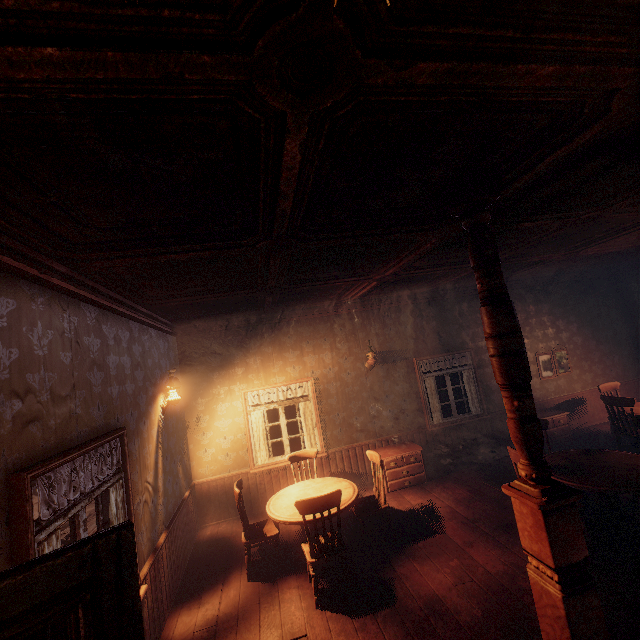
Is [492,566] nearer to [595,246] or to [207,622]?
[207,622]

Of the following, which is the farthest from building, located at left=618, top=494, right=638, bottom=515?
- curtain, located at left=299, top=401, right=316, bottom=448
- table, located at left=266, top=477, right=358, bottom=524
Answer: table, located at left=266, top=477, right=358, bottom=524

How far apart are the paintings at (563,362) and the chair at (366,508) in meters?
5.5 m

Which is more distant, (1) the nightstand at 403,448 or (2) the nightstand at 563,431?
(2) the nightstand at 563,431

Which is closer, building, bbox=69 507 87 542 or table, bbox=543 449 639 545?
building, bbox=69 507 87 542

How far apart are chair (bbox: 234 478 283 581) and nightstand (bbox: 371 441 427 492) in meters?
2.4 m

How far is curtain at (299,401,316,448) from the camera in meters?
6.8

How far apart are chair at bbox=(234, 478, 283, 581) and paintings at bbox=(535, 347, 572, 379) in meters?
7.2
